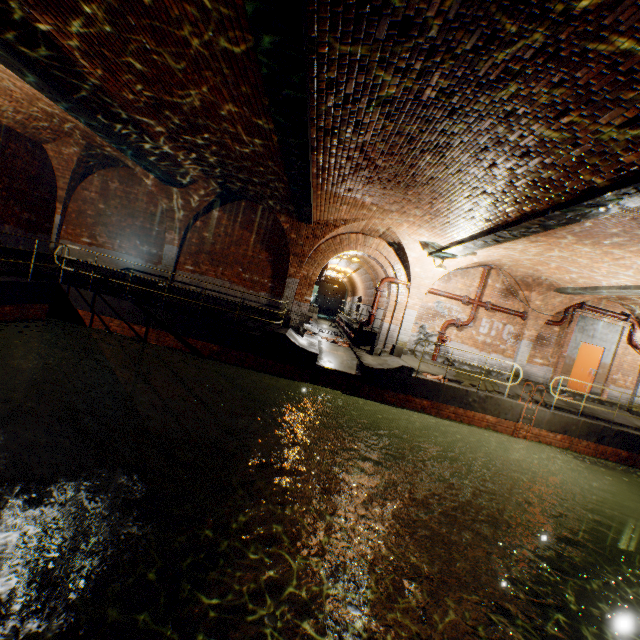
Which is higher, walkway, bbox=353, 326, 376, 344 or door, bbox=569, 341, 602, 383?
door, bbox=569, 341, 602, 383

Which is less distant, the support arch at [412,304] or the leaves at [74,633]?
the leaves at [74,633]

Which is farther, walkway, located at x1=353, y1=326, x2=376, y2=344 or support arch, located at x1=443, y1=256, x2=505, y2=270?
walkway, located at x1=353, y1=326, x2=376, y2=344

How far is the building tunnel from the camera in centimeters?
1528cm

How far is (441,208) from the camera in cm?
793

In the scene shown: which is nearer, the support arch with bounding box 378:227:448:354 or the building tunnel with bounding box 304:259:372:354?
the support arch with bounding box 378:227:448:354

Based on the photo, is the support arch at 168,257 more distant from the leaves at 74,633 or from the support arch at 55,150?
the leaves at 74,633

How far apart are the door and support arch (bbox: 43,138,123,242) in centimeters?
1987cm
